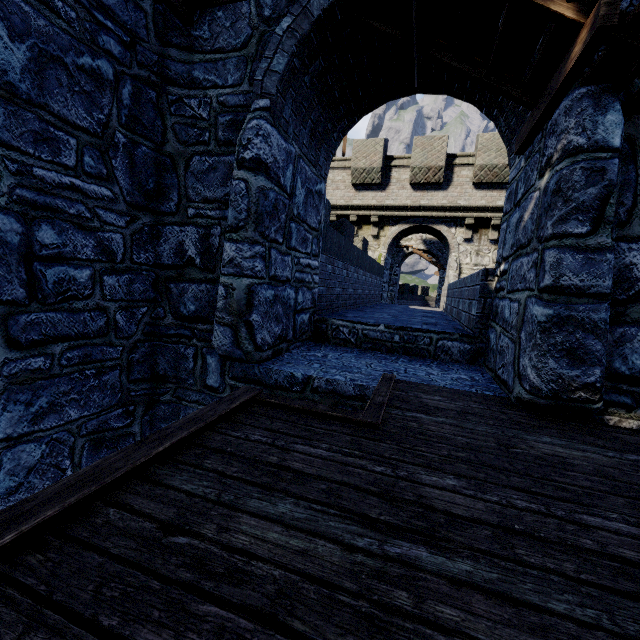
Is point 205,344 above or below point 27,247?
below
